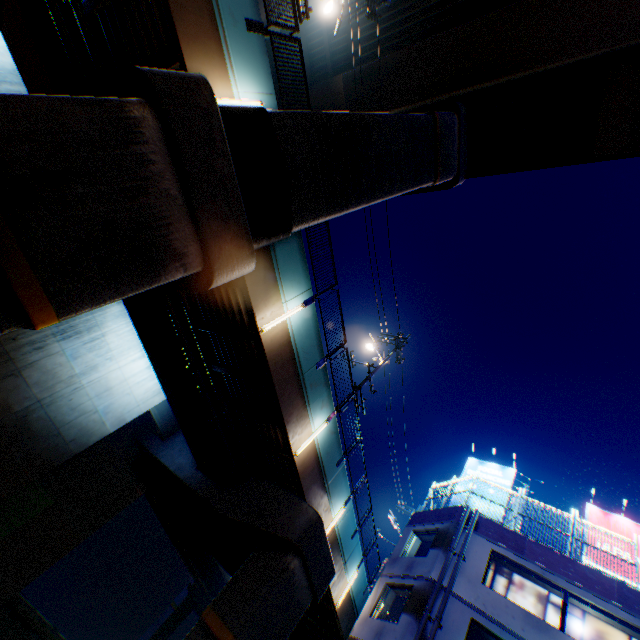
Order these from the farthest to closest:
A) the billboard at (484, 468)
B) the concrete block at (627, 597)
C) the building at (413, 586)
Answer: the billboard at (484, 468), the building at (413, 586), the concrete block at (627, 597)

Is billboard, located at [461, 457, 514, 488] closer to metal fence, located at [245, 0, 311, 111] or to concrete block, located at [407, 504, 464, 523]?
concrete block, located at [407, 504, 464, 523]

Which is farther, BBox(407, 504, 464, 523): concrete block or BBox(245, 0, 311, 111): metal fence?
BBox(407, 504, 464, 523): concrete block

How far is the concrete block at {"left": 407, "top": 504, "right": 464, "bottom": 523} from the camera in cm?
1620

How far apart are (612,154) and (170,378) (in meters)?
21.77

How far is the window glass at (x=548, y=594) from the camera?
12.7m

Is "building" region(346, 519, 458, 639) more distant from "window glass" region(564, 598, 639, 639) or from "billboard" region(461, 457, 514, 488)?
"billboard" region(461, 457, 514, 488)

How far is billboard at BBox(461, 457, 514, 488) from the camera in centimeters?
1864cm
